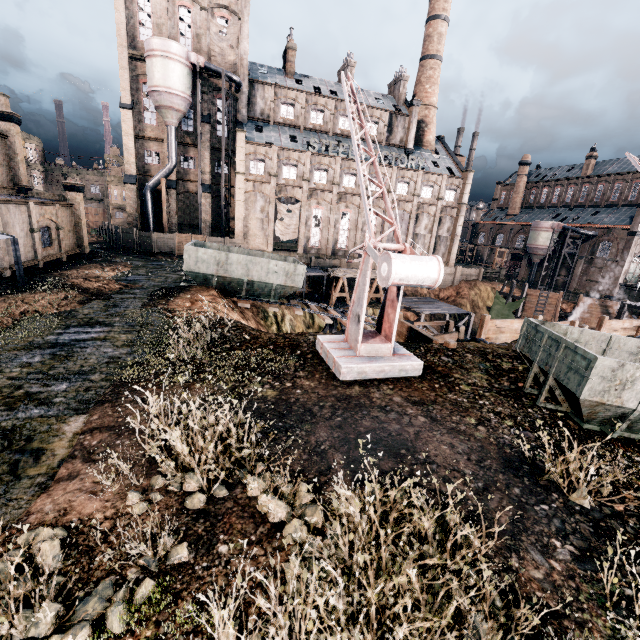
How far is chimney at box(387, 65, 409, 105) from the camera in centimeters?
5166cm

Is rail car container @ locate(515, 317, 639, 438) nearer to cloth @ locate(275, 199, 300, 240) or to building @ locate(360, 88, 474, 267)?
building @ locate(360, 88, 474, 267)

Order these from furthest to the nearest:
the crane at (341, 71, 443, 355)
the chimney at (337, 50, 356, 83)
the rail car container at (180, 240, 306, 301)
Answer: the chimney at (337, 50, 356, 83) → the rail car container at (180, 240, 306, 301) → the crane at (341, 71, 443, 355)

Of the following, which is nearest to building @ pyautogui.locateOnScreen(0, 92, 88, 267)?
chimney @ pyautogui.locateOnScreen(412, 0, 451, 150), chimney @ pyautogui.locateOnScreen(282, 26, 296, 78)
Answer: chimney @ pyautogui.locateOnScreen(412, 0, 451, 150)

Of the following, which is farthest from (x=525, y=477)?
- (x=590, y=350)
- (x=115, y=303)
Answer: (x=115, y=303)

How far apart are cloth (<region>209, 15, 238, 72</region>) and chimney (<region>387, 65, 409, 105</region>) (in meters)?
25.39

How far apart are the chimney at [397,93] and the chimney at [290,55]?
16.84m

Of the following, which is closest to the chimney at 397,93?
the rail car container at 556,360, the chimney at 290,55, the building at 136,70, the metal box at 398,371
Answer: the building at 136,70
